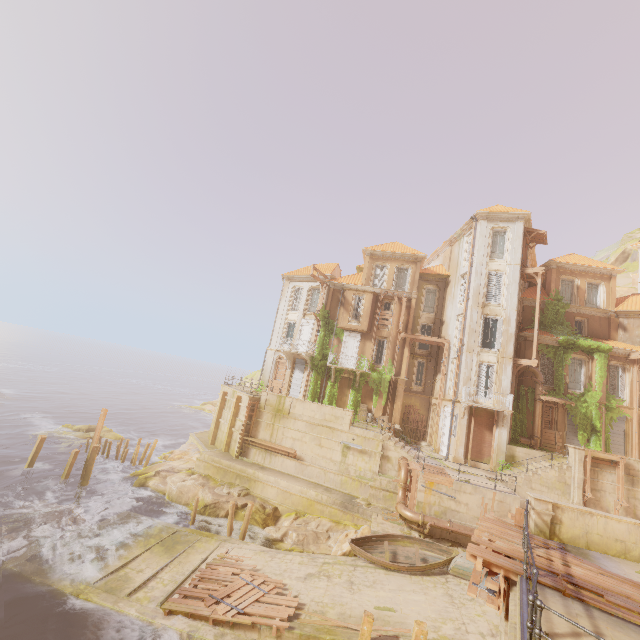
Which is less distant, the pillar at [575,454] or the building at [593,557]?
the building at [593,557]

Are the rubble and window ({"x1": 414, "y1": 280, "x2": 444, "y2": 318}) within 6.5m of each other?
no

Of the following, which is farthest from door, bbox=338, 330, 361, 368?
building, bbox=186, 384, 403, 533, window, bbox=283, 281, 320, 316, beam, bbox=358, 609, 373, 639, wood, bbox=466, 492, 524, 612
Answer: beam, bbox=358, 609, 373, 639

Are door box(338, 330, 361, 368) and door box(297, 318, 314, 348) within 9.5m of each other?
yes

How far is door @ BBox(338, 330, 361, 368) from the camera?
30.9m

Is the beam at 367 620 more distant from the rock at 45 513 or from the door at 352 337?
the door at 352 337

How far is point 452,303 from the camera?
30.2m

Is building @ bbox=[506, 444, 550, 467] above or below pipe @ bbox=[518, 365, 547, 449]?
below
